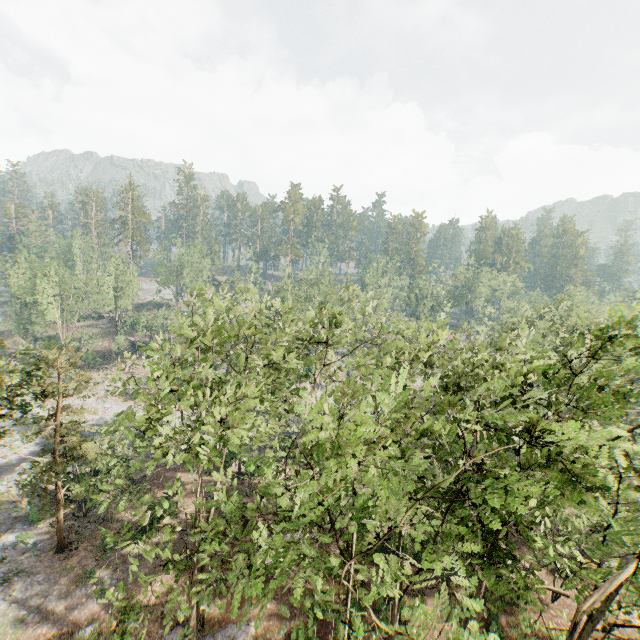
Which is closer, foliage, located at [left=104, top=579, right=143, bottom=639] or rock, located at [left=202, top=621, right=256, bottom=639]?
foliage, located at [left=104, top=579, right=143, bottom=639]

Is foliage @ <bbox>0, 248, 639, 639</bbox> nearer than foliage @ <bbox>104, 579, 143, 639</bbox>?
Yes

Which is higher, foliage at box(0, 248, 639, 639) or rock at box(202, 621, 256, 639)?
foliage at box(0, 248, 639, 639)

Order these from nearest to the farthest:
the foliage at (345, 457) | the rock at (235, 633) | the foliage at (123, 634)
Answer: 1. the foliage at (345, 457)
2. the foliage at (123, 634)
3. the rock at (235, 633)

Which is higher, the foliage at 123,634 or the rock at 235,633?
the foliage at 123,634

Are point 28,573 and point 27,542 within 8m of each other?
yes

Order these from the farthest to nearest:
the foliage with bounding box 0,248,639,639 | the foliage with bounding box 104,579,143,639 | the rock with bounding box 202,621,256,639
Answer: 1. the rock with bounding box 202,621,256,639
2. the foliage with bounding box 104,579,143,639
3. the foliage with bounding box 0,248,639,639
